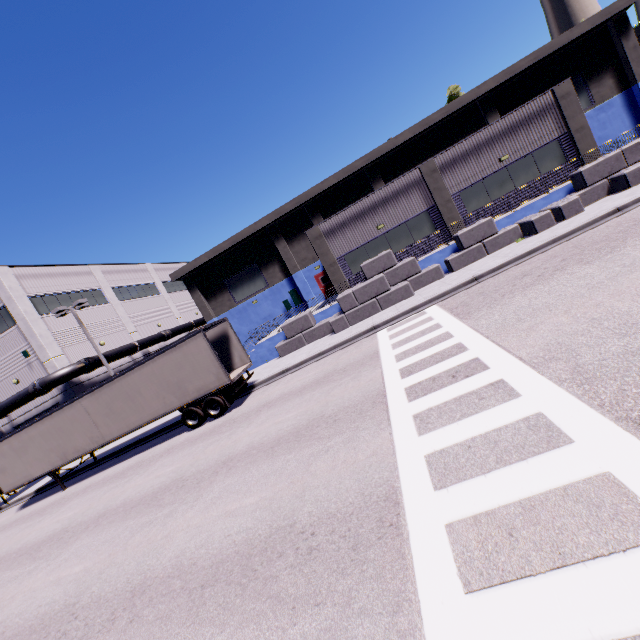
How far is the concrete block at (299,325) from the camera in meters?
17.8 m

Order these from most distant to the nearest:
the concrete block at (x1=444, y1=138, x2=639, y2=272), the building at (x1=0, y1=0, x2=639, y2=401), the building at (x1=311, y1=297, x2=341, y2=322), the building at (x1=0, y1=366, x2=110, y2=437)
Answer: the building at (x1=0, y1=366, x2=110, y2=437)
the building at (x1=311, y1=297, x2=341, y2=322)
the building at (x1=0, y1=0, x2=639, y2=401)
the concrete block at (x1=444, y1=138, x2=639, y2=272)

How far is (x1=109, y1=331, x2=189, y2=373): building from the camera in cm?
2814

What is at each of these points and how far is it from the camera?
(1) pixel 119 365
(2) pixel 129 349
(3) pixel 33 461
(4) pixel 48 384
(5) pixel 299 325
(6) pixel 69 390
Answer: (1) building, 28.56m
(2) pipe, 28.34m
(3) semi trailer, 16.78m
(4) pipe, 22.38m
(5) concrete block, 19.83m
(6) building, 23.69m

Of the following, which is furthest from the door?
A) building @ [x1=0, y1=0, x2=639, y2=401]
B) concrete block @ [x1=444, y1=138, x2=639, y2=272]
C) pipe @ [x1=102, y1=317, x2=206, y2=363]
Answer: pipe @ [x1=102, y1=317, x2=206, y2=363]

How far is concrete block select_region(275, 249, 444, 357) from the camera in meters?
17.8

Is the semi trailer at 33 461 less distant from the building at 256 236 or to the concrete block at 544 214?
the building at 256 236
